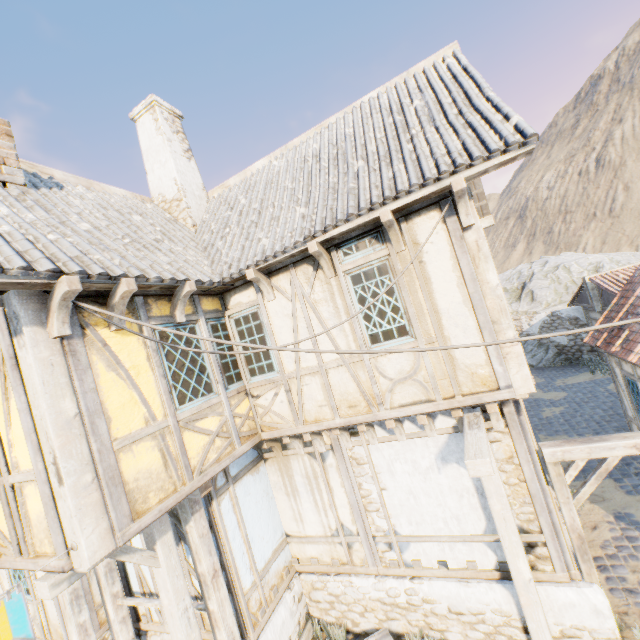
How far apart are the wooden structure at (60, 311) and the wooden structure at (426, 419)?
4.74m

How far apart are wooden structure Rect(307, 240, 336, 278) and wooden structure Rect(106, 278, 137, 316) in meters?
2.4 m

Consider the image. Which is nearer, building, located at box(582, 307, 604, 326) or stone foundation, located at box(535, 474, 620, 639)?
stone foundation, located at box(535, 474, 620, 639)

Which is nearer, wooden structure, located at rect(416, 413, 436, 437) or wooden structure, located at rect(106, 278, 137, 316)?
wooden structure, located at rect(106, 278, 137, 316)

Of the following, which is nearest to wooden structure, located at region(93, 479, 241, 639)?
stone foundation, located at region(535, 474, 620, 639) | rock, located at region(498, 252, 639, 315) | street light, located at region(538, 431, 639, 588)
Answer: stone foundation, located at region(535, 474, 620, 639)

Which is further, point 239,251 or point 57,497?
point 239,251

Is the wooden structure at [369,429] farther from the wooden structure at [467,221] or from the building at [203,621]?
the wooden structure at [467,221]

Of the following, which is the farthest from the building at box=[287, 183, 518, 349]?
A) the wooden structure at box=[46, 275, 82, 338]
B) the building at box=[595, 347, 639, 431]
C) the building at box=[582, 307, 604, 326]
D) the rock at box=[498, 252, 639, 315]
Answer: the rock at box=[498, 252, 639, 315]
